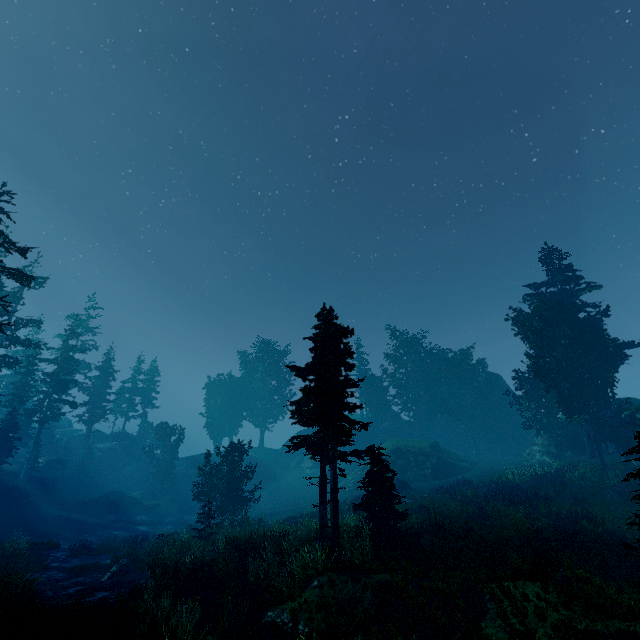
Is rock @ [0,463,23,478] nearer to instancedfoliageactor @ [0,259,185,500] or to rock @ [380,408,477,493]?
instancedfoliageactor @ [0,259,185,500]

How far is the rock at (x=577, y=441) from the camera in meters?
31.5 m

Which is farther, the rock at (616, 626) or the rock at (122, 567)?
the rock at (122, 567)

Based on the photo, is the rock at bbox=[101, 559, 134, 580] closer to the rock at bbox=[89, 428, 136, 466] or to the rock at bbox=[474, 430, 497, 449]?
the rock at bbox=[474, 430, 497, 449]

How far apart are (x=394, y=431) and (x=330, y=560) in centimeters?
4297cm

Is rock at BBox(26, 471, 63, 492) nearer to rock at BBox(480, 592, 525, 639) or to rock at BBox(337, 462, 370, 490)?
rock at BBox(337, 462, 370, 490)

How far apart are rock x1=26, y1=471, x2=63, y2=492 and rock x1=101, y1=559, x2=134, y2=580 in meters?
30.0

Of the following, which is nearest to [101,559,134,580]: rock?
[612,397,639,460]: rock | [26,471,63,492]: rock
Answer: [26,471,63,492]: rock
